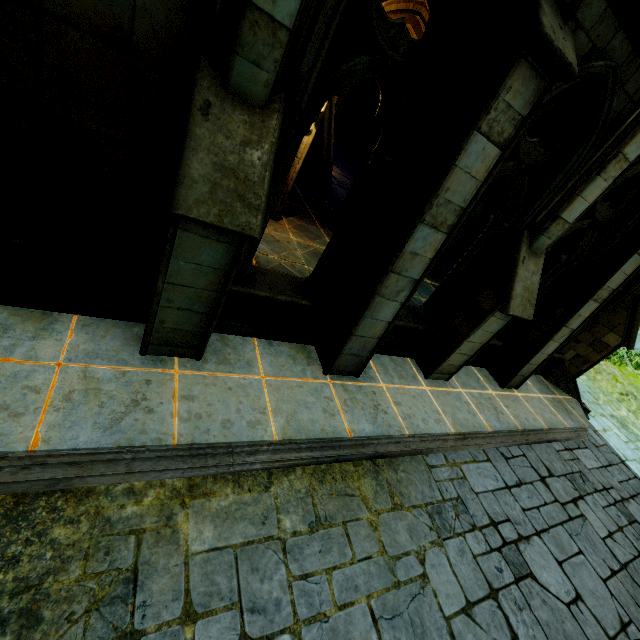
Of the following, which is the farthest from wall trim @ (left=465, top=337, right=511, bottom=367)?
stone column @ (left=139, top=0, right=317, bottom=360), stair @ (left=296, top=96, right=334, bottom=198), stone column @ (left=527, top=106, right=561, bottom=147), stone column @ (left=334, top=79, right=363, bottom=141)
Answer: stone column @ (left=334, top=79, right=363, bottom=141)

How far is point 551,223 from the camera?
5.01m

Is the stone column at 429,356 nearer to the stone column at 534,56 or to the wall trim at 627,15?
the wall trim at 627,15

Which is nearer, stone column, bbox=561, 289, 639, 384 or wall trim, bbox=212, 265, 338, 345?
wall trim, bbox=212, 265, 338, 345

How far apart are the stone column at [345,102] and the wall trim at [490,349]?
18.77m

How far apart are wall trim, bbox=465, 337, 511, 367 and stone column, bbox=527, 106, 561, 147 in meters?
2.8 m

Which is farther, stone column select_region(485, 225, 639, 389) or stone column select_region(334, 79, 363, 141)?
stone column select_region(334, 79, 363, 141)

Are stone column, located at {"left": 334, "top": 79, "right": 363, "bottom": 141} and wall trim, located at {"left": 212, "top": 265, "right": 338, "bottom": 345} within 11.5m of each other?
no
